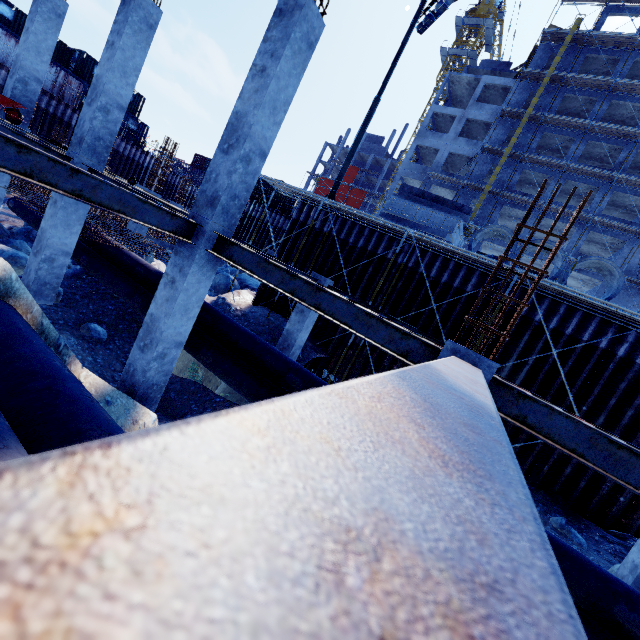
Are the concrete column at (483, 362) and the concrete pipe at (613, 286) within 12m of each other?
yes

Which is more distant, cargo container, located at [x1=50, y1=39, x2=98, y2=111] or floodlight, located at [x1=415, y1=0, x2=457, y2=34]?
cargo container, located at [x1=50, y1=39, x2=98, y2=111]

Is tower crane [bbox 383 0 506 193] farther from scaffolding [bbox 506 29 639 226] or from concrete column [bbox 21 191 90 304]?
concrete column [bbox 21 191 90 304]

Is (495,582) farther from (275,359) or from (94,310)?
(94,310)

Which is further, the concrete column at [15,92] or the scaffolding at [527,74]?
the scaffolding at [527,74]

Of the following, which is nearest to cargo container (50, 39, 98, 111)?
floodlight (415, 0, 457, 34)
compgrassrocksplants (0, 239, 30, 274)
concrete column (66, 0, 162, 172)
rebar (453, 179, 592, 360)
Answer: compgrassrocksplants (0, 239, 30, 274)

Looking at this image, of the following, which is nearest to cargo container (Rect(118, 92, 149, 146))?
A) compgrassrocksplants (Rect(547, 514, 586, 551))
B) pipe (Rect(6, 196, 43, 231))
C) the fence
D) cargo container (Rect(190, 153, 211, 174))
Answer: the fence

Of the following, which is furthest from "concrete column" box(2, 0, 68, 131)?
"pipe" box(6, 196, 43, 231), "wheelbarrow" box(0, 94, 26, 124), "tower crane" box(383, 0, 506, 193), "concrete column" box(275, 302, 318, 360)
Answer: "tower crane" box(383, 0, 506, 193)
